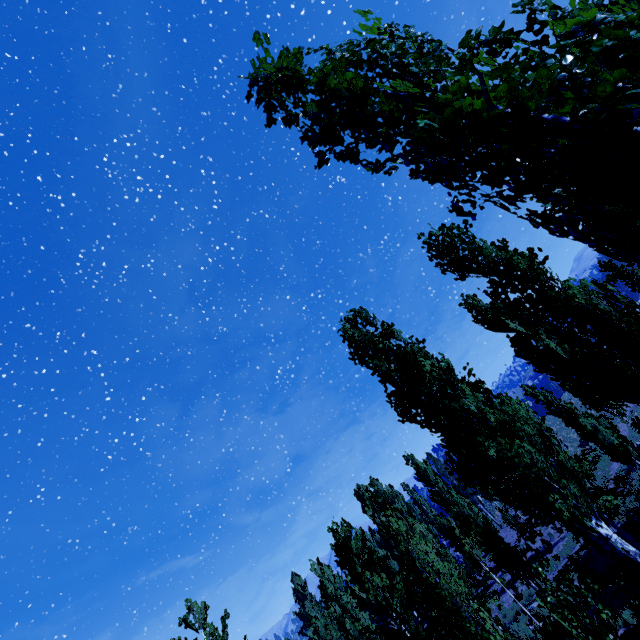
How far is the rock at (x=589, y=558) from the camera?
16.2m

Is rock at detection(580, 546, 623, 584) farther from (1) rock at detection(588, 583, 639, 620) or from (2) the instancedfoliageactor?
(1) rock at detection(588, 583, 639, 620)

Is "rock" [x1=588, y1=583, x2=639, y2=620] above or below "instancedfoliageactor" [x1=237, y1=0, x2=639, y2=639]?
below

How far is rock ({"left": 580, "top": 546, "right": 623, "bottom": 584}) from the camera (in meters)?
16.19

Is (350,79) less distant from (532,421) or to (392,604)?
(532,421)

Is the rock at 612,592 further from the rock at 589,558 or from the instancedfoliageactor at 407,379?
the rock at 589,558

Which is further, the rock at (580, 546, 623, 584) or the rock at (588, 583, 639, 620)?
the rock at (580, 546, 623, 584)
